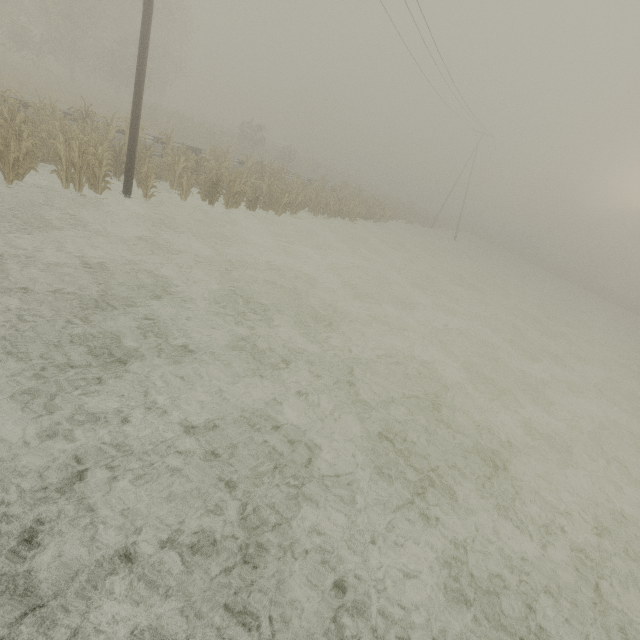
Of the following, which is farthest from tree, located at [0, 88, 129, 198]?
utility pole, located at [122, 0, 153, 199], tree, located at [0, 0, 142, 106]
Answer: utility pole, located at [122, 0, 153, 199]

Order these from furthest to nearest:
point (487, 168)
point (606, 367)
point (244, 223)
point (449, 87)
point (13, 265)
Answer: point (487, 168), point (449, 87), point (606, 367), point (244, 223), point (13, 265)

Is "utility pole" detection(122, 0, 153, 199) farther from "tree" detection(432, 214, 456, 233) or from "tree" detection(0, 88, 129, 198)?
"tree" detection(432, 214, 456, 233)

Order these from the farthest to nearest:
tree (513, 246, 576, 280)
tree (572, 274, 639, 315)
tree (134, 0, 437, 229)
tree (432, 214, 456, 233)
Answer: tree (513, 246, 576, 280) < tree (432, 214, 456, 233) < tree (572, 274, 639, 315) < tree (134, 0, 437, 229)

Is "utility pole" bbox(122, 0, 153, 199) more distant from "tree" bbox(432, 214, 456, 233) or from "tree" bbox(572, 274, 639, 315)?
"tree" bbox(572, 274, 639, 315)

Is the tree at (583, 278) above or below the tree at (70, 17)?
below

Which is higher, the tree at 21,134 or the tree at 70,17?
the tree at 70,17
